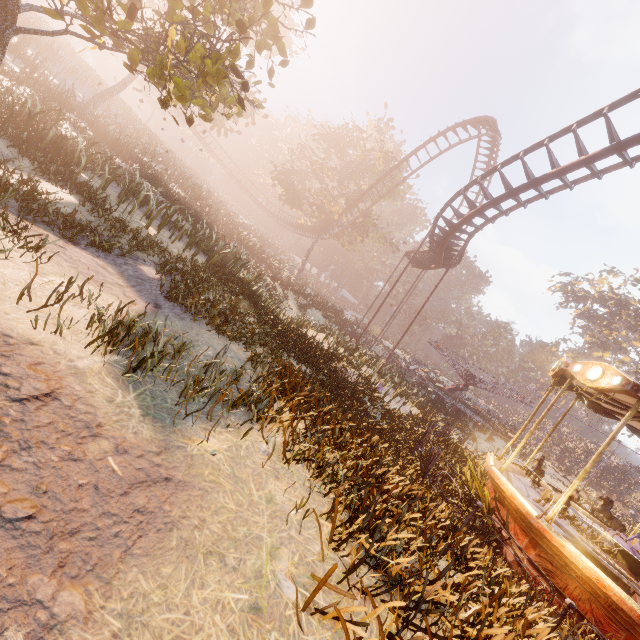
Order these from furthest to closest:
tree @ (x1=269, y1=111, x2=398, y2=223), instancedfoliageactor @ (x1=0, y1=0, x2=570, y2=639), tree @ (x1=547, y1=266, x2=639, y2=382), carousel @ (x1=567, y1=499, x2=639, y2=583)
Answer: tree @ (x1=547, y1=266, x2=639, y2=382)
tree @ (x1=269, y1=111, x2=398, y2=223)
carousel @ (x1=567, y1=499, x2=639, y2=583)
instancedfoliageactor @ (x1=0, y1=0, x2=570, y2=639)

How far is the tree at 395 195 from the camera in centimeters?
3559cm

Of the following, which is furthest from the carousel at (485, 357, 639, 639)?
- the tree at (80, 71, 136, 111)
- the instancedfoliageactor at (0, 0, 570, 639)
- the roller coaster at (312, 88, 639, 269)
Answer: the tree at (80, 71, 136, 111)

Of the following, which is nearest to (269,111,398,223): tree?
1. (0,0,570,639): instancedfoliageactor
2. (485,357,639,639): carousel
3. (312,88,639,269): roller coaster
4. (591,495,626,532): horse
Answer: (312,88,639,269): roller coaster

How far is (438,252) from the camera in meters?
19.8 m

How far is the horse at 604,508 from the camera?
10.4m

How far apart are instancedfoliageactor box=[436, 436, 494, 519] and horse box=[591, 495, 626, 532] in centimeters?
360cm

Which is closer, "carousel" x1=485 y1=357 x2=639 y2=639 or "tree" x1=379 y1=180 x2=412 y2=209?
"carousel" x1=485 y1=357 x2=639 y2=639
